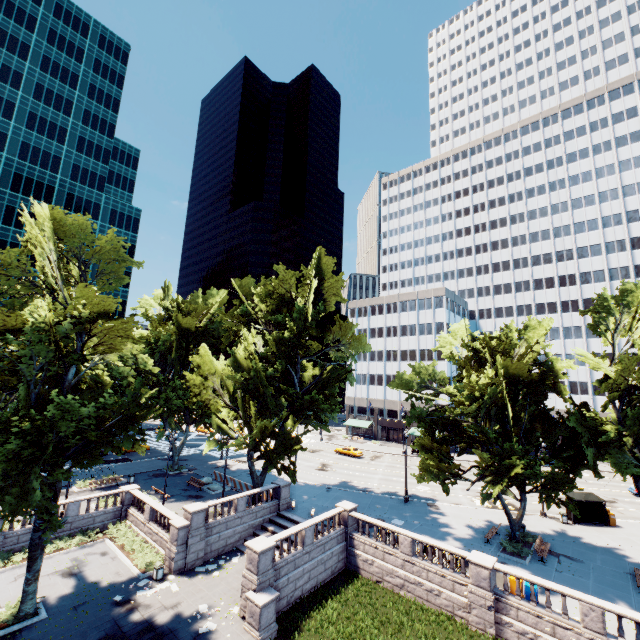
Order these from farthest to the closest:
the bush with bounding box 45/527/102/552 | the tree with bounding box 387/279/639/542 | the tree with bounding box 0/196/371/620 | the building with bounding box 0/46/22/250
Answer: the building with bounding box 0/46/22/250, the bush with bounding box 45/527/102/552, the tree with bounding box 387/279/639/542, the tree with bounding box 0/196/371/620

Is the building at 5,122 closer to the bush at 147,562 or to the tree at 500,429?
the tree at 500,429

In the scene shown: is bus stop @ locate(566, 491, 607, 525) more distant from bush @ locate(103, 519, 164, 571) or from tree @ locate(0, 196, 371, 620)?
bush @ locate(103, 519, 164, 571)

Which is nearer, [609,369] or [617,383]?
[617,383]

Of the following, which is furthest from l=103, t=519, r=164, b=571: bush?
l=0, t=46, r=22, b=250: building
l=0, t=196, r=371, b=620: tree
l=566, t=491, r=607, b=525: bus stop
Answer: l=0, t=46, r=22, b=250: building

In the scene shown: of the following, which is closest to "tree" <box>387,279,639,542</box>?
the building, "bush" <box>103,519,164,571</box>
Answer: "bush" <box>103,519,164,571</box>
